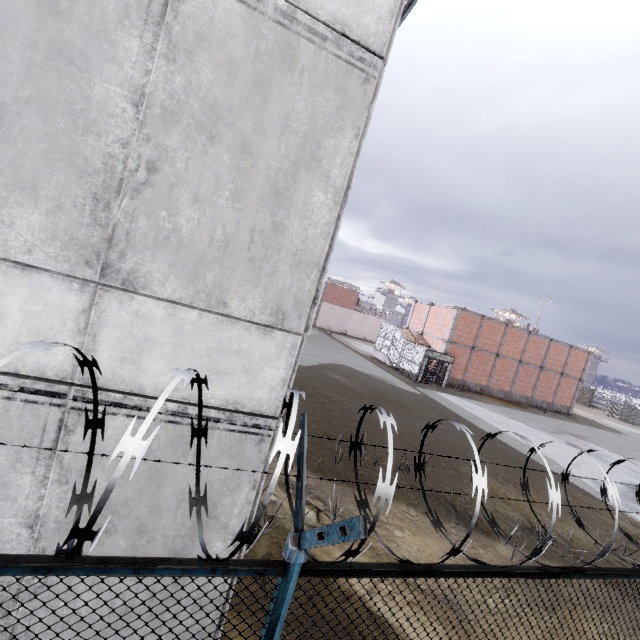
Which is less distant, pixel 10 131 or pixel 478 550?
pixel 10 131

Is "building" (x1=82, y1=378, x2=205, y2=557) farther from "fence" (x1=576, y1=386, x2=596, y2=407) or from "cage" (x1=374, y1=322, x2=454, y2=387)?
"cage" (x1=374, y1=322, x2=454, y2=387)

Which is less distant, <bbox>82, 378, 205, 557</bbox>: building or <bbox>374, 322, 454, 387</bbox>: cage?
<bbox>82, 378, 205, 557</bbox>: building

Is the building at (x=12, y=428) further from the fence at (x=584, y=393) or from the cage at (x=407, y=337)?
the cage at (x=407, y=337)

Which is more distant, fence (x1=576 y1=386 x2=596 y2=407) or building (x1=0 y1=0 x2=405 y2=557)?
fence (x1=576 y1=386 x2=596 y2=407)

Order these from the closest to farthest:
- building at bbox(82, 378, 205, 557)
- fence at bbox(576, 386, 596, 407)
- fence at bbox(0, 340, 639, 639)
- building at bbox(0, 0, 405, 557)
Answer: fence at bbox(0, 340, 639, 639) < building at bbox(0, 0, 405, 557) < building at bbox(82, 378, 205, 557) < fence at bbox(576, 386, 596, 407)
